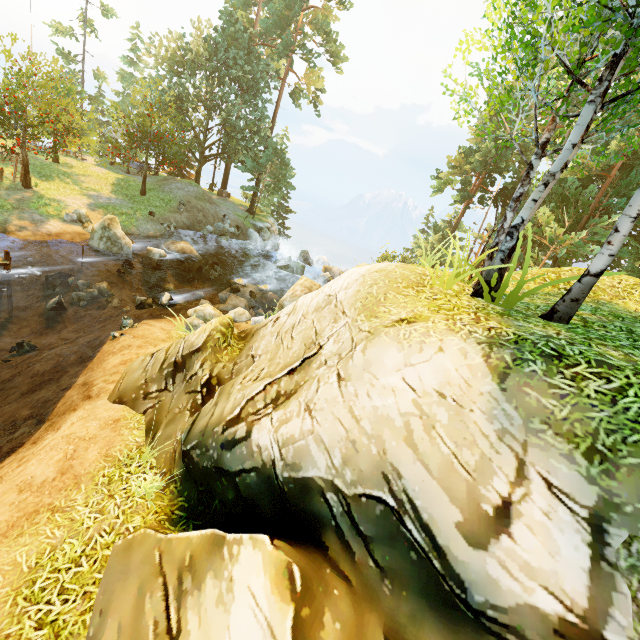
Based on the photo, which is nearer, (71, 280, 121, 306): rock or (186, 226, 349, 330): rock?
(186, 226, 349, 330): rock

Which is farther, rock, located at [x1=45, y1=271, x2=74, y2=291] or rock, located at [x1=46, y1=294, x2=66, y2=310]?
rock, located at [x1=45, y1=271, x2=74, y2=291]

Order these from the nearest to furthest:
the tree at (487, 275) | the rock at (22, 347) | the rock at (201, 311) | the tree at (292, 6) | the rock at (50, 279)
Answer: the tree at (487, 275) → the rock at (22, 347) → the rock at (201, 311) → the rock at (50, 279) → the tree at (292, 6)

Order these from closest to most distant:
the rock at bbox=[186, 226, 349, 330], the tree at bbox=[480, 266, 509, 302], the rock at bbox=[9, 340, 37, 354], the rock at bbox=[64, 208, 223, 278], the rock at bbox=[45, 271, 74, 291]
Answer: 1. the tree at bbox=[480, 266, 509, 302]
2. the rock at bbox=[9, 340, 37, 354]
3. the rock at bbox=[186, 226, 349, 330]
4. the rock at bbox=[45, 271, 74, 291]
5. the rock at bbox=[64, 208, 223, 278]

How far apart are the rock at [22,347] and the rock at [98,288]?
2.9 meters

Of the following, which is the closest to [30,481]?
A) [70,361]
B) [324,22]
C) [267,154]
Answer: [70,361]

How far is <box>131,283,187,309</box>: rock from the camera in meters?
14.2

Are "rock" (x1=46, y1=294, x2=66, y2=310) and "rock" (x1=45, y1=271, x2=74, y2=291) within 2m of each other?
yes
